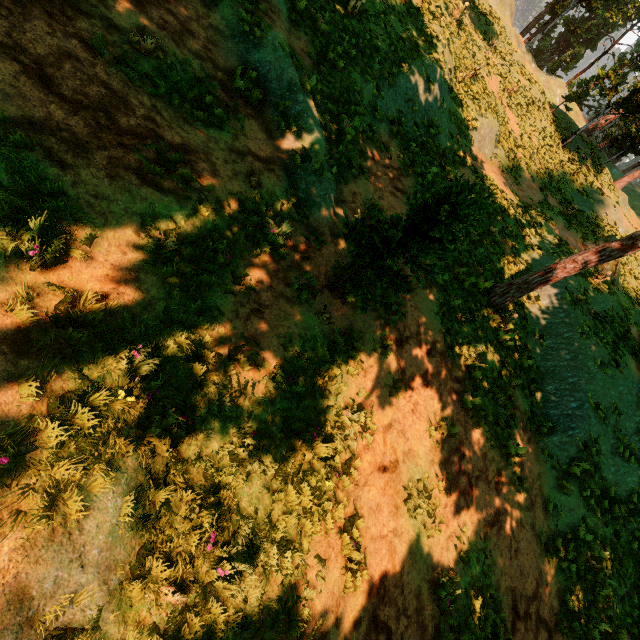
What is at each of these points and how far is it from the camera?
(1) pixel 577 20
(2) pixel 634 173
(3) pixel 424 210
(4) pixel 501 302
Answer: (1) treerock, 58.6 meters
(2) treerock, 27.8 meters
(3) treerock, 5.8 meters
(4) treerock, 11.8 meters

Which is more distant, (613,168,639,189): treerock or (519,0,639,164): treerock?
(613,168,639,189): treerock

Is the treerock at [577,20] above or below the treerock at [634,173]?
above

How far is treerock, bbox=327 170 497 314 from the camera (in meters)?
5.01

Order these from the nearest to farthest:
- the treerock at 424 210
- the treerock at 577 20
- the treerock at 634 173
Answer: the treerock at 424 210 → the treerock at 577 20 → the treerock at 634 173

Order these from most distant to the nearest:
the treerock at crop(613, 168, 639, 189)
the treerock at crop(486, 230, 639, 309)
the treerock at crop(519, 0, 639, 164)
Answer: the treerock at crop(613, 168, 639, 189)
the treerock at crop(519, 0, 639, 164)
the treerock at crop(486, 230, 639, 309)
